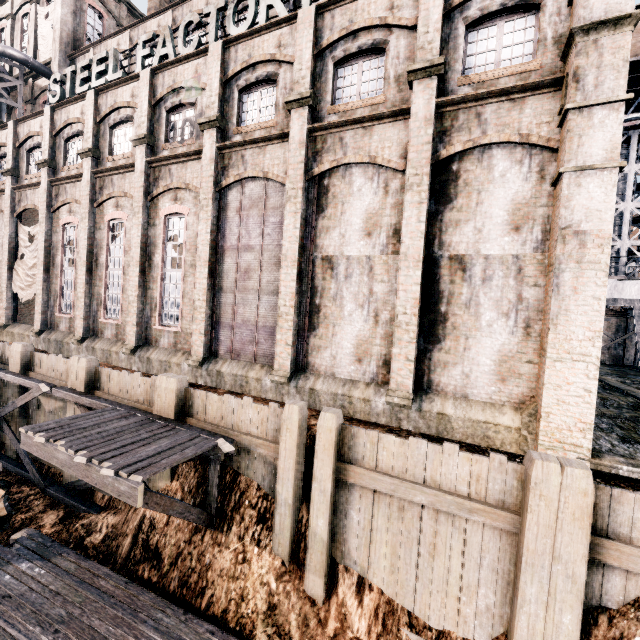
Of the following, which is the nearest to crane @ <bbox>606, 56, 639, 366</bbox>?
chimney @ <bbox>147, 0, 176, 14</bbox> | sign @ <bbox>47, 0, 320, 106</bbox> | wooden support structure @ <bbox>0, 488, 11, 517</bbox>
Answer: sign @ <bbox>47, 0, 320, 106</bbox>

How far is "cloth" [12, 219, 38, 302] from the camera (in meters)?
20.94

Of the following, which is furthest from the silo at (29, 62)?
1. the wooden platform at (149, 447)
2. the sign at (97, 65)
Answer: the wooden platform at (149, 447)

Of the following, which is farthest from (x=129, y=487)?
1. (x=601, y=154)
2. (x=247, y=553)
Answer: (x=601, y=154)

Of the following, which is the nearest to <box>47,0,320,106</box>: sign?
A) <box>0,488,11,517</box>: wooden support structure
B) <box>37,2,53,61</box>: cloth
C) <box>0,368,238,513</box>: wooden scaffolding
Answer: <box>0,368,238,513</box>: wooden scaffolding

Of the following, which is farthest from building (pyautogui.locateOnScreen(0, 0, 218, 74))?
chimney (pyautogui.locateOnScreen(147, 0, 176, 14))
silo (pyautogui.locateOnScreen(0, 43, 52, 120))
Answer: chimney (pyautogui.locateOnScreen(147, 0, 176, 14))

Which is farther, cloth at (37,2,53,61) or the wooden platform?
cloth at (37,2,53,61)

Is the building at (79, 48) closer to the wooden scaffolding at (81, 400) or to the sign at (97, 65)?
the sign at (97, 65)
